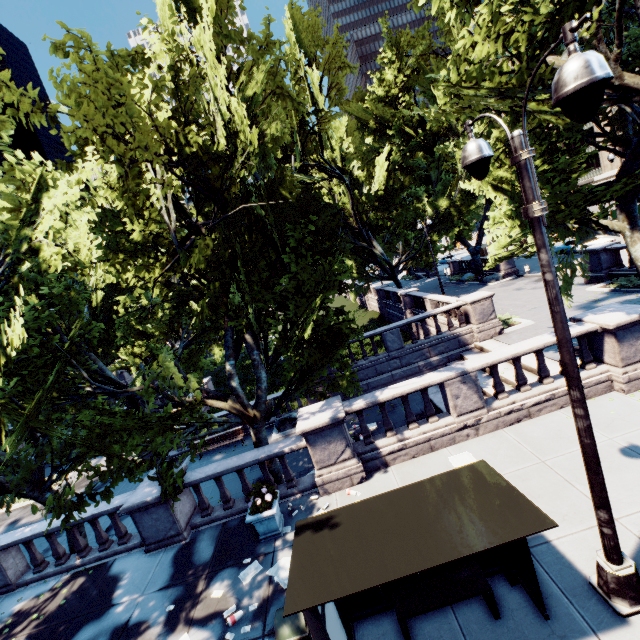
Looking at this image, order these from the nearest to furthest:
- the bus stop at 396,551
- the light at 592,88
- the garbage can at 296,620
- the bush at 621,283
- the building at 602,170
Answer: the light at 592,88, the bus stop at 396,551, the garbage can at 296,620, the bush at 621,283, the building at 602,170

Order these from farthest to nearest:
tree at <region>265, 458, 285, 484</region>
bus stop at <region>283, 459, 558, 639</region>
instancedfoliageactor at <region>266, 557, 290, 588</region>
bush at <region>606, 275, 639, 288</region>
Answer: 1. bush at <region>606, 275, 639, 288</region>
2. tree at <region>265, 458, 285, 484</region>
3. instancedfoliageactor at <region>266, 557, 290, 588</region>
4. bus stop at <region>283, 459, 558, 639</region>

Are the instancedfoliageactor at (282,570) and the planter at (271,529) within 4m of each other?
yes

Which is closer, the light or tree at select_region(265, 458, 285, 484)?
the light

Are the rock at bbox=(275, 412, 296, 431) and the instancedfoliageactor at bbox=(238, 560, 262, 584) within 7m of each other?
no

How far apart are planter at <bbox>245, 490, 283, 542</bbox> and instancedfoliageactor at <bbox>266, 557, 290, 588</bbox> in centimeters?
62cm

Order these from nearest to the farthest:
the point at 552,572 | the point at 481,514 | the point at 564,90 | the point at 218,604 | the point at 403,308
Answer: the point at 564,90
the point at 481,514
the point at 552,572
the point at 218,604
the point at 403,308

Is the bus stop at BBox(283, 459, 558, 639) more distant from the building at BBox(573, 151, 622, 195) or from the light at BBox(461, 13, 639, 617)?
the building at BBox(573, 151, 622, 195)
